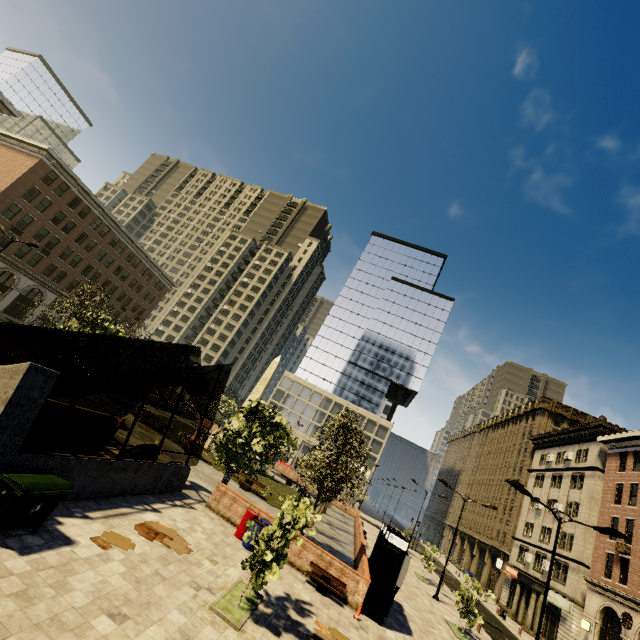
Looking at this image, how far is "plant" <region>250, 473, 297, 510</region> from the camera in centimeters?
2491cm

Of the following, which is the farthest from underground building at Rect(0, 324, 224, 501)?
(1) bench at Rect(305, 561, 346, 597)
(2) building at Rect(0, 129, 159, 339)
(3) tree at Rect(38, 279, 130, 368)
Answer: A: (2) building at Rect(0, 129, 159, 339)

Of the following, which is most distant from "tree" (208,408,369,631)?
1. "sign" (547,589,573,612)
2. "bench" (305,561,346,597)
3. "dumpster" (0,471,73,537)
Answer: "sign" (547,589,573,612)

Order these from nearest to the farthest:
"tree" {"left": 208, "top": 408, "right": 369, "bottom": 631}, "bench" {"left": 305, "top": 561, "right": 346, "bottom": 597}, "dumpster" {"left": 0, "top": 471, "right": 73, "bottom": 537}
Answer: "dumpster" {"left": 0, "top": 471, "right": 73, "bottom": 537}, "tree" {"left": 208, "top": 408, "right": 369, "bottom": 631}, "bench" {"left": 305, "top": 561, "right": 346, "bottom": 597}

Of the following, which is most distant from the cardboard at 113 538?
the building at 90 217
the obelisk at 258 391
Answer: the building at 90 217

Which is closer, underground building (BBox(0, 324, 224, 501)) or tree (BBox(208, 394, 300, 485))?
underground building (BBox(0, 324, 224, 501))

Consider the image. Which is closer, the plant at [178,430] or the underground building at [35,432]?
the underground building at [35,432]

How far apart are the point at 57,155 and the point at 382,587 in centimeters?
5365cm
